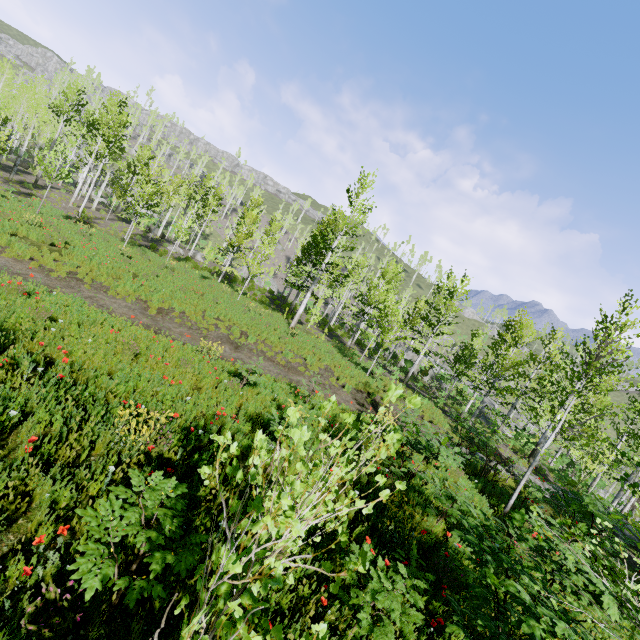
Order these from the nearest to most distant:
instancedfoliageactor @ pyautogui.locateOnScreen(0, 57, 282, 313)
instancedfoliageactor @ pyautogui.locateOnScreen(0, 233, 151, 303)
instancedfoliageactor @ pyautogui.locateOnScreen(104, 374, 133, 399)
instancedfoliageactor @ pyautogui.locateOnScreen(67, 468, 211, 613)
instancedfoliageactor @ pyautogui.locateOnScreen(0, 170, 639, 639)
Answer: instancedfoliageactor @ pyautogui.locateOnScreen(0, 170, 639, 639) < instancedfoliageactor @ pyautogui.locateOnScreen(67, 468, 211, 613) < instancedfoliageactor @ pyautogui.locateOnScreen(104, 374, 133, 399) < instancedfoliageactor @ pyautogui.locateOnScreen(0, 233, 151, 303) < instancedfoliageactor @ pyautogui.locateOnScreen(0, 57, 282, 313)

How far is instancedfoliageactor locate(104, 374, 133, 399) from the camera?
5.6 meters

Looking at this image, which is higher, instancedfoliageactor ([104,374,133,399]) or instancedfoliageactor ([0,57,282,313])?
instancedfoliageactor ([0,57,282,313])

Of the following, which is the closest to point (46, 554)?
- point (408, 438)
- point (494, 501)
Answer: point (408, 438)

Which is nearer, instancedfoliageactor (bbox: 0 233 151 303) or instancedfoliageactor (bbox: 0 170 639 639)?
instancedfoliageactor (bbox: 0 170 639 639)

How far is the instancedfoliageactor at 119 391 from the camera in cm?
557
